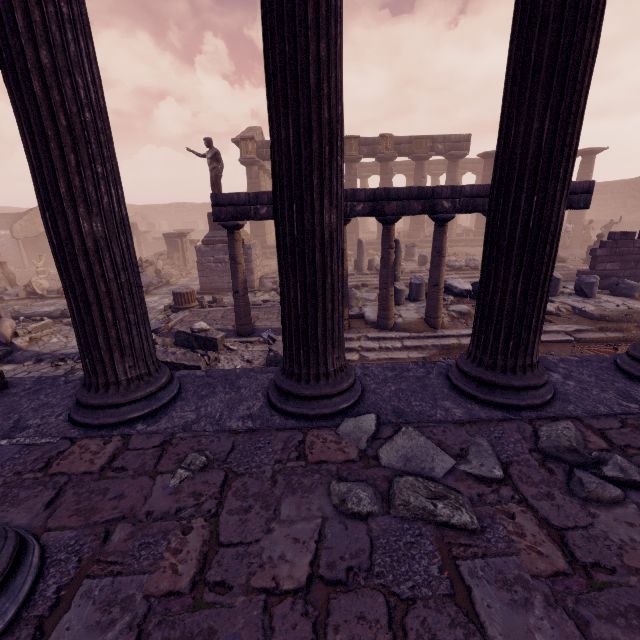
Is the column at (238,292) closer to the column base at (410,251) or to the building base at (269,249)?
the column base at (410,251)

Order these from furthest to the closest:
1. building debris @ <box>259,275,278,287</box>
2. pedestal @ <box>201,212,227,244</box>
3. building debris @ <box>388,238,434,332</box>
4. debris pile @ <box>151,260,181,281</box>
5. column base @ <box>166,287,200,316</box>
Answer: debris pile @ <box>151,260,181,281</box> → building debris @ <box>259,275,278,287</box> → pedestal @ <box>201,212,227,244</box> → column base @ <box>166,287,200,316</box> → building debris @ <box>388,238,434,332</box>

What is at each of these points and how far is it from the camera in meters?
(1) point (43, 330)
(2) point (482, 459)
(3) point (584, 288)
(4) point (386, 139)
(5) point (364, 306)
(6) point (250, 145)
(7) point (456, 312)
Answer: (1) debris pile, 8.7
(2) rocks, 1.7
(3) building debris, 8.8
(4) relief sculpture, 20.3
(5) building debris, 8.9
(6) relief sculpture, 20.3
(7) building debris, 8.3

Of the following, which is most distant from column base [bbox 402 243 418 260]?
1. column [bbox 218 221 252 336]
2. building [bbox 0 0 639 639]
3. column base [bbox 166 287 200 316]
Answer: building [bbox 0 0 639 639]

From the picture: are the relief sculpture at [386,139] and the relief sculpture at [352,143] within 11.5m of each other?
yes

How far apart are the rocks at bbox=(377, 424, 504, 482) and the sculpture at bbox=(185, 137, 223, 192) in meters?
13.2

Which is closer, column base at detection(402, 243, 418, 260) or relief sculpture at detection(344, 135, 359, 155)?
column base at detection(402, 243, 418, 260)

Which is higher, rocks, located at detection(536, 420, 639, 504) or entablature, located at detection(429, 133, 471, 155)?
entablature, located at detection(429, 133, 471, 155)
